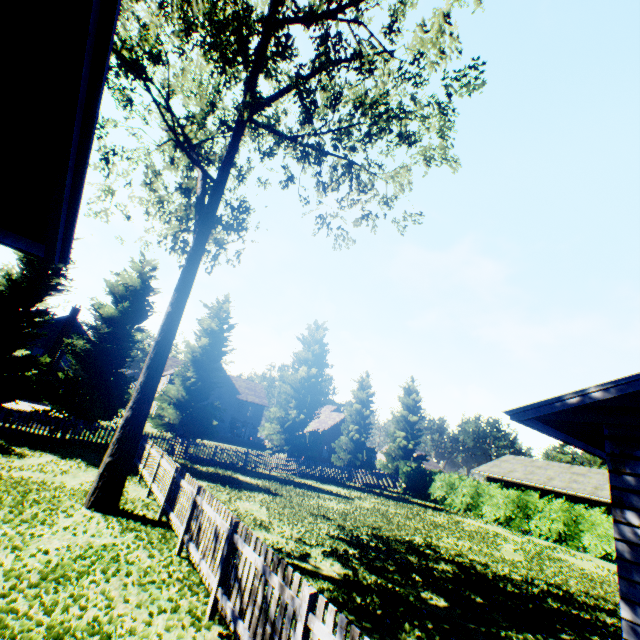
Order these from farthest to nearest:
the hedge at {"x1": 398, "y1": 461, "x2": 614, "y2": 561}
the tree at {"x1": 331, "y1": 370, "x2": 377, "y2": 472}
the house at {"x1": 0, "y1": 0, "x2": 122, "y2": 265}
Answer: the tree at {"x1": 331, "y1": 370, "x2": 377, "y2": 472}, the hedge at {"x1": 398, "y1": 461, "x2": 614, "y2": 561}, the house at {"x1": 0, "y1": 0, "x2": 122, "y2": 265}

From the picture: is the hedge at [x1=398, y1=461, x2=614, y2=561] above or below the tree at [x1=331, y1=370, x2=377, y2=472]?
below

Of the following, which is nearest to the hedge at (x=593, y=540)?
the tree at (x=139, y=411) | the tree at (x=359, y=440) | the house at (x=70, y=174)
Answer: the tree at (x=359, y=440)

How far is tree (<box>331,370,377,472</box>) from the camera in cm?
3105

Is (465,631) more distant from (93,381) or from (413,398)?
(413,398)

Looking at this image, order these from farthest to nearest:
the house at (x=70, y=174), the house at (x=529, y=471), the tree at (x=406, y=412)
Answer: the tree at (x=406, y=412) → the house at (x=529, y=471) → the house at (x=70, y=174)

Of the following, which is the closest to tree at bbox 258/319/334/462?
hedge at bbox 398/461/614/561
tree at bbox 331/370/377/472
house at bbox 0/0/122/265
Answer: tree at bbox 331/370/377/472

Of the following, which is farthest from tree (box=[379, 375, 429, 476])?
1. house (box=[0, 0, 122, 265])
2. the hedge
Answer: house (box=[0, 0, 122, 265])
